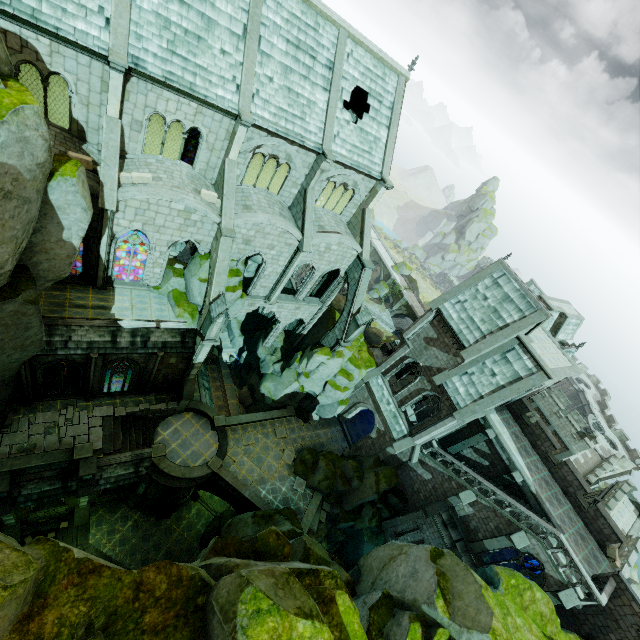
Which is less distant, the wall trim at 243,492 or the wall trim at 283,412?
the wall trim at 243,492

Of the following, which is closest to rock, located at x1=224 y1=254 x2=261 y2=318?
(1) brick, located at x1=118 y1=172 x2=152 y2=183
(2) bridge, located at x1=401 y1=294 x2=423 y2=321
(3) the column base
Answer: (1) brick, located at x1=118 y1=172 x2=152 y2=183

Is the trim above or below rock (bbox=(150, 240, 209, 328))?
above

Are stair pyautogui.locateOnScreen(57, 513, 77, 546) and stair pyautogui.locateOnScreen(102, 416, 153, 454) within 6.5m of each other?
no

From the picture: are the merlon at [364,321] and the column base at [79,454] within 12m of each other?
no

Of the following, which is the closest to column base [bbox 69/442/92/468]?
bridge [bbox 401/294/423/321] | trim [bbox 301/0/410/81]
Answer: trim [bbox 301/0/410/81]

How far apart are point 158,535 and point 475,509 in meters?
25.9 m

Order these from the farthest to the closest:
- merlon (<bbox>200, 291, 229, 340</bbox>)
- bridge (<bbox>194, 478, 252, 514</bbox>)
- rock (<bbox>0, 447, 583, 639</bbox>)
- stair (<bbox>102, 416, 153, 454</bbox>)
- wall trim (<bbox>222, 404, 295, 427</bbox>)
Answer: wall trim (<bbox>222, 404, 295, 427</bbox>) < bridge (<bbox>194, 478, 252, 514</bbox>) < stair (<bbox>102, 416, 153, 454</bbox>) < merlon (<bbox>200, 291, 229, 340</bbox>) < rock (<bbox>0, 447, 583, 639</bbox>)
